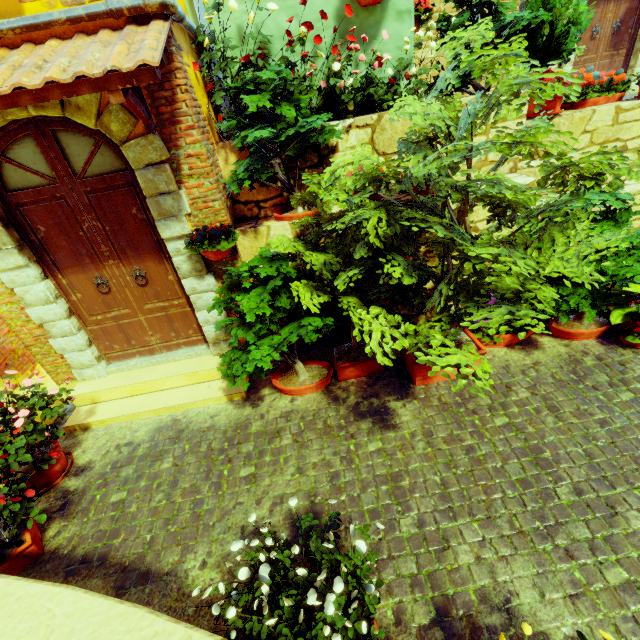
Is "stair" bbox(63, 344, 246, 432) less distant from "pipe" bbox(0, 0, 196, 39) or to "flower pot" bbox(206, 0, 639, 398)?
"flower pot" bbox(206, 0, 639, 398)

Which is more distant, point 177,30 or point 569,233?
point 177,30

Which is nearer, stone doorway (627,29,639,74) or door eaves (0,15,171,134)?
door eaves (0,15,171,134)

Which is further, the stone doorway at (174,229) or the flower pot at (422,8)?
the flower pot at (422,8)

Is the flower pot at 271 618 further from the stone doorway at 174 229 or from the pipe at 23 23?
the pipe at 23 23

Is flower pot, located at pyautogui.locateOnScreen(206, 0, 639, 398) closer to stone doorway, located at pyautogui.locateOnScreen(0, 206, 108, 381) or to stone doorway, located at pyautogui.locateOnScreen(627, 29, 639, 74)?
stone doorway, located at pyautogui.locateOnScreen(0, 206, 108, 381)

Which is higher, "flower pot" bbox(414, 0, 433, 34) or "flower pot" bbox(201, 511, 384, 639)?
"flower pot" bbox(414, 0, 433, 34)
